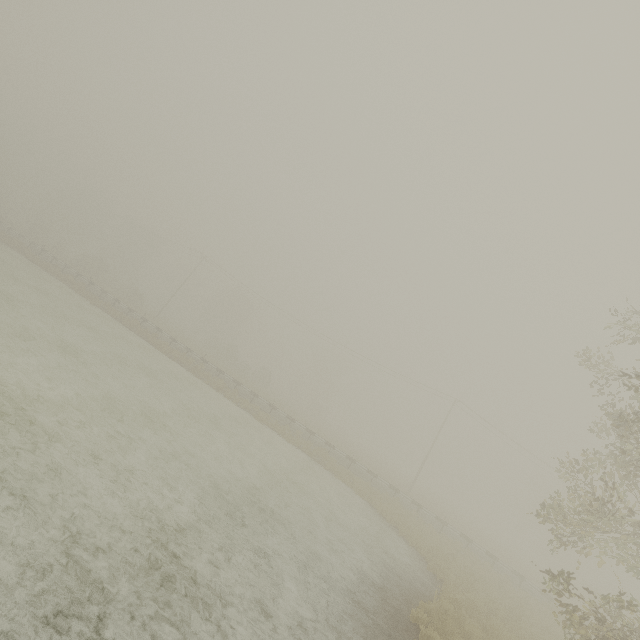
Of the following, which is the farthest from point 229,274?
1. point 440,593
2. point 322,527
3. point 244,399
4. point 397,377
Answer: point 440,593
